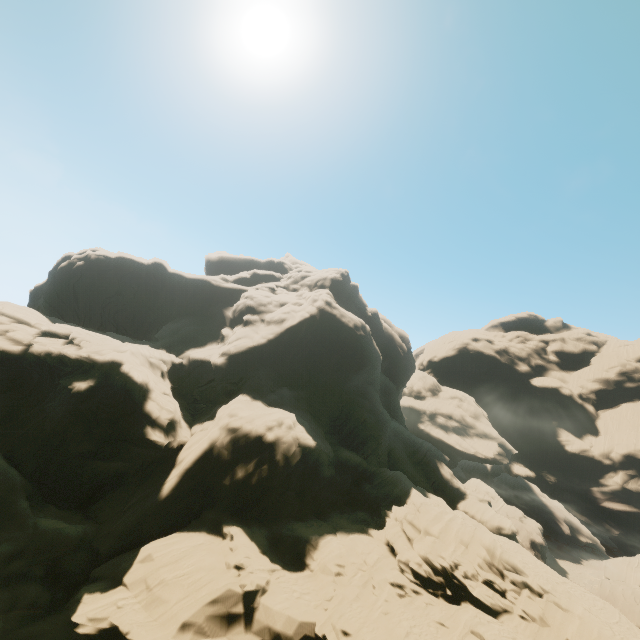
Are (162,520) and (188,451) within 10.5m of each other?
yes
